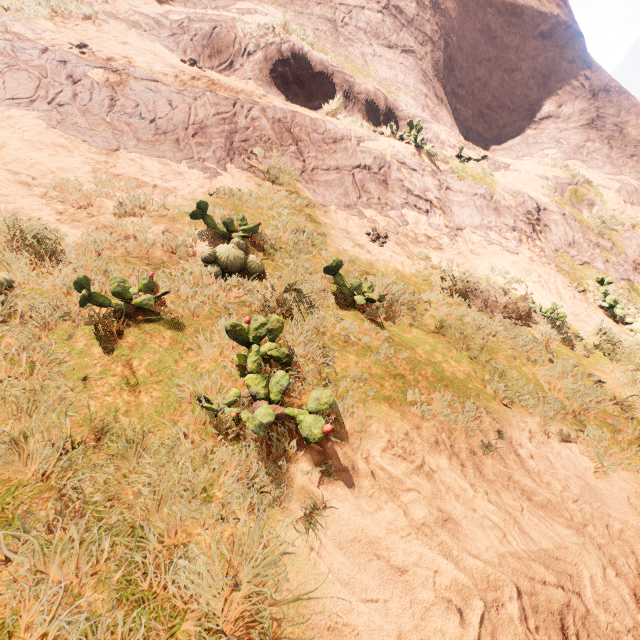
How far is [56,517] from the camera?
1.3m
